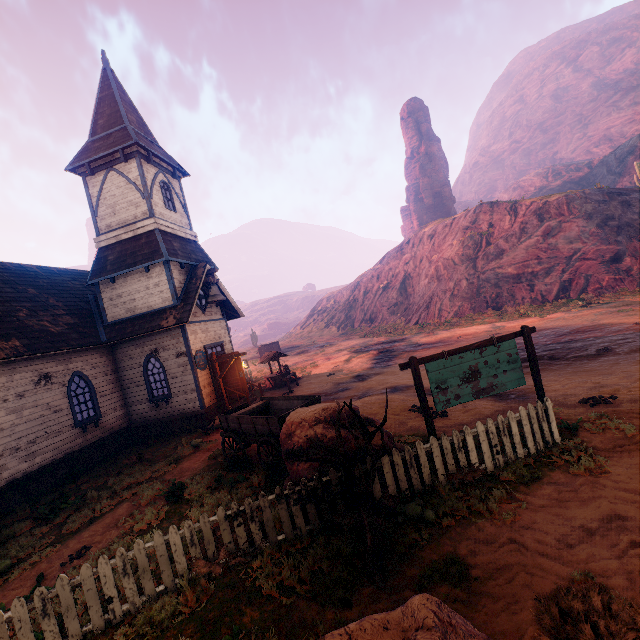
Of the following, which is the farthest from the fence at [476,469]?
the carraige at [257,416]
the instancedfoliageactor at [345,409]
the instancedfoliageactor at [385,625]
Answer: the instancedfoliageactor at [385,625]

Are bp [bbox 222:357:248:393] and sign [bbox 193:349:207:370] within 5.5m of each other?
yes

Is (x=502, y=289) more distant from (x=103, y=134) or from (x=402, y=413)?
(x=103, y=134)

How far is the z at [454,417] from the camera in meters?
8.6 m

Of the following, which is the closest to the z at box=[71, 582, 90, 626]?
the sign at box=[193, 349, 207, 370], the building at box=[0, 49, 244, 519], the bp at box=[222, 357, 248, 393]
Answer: the building at box=[0, 49, 244, 519]

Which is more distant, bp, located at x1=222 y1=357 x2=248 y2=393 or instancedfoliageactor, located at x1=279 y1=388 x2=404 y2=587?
bp, located at x1=222 y1=357 x2=248 y2=393

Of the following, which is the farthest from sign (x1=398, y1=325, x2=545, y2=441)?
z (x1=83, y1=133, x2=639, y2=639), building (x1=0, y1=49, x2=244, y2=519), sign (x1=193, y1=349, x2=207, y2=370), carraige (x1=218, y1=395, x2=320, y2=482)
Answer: sign (x1=193, y1=349, x2=207, y2=370)

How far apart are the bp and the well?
4.90m
